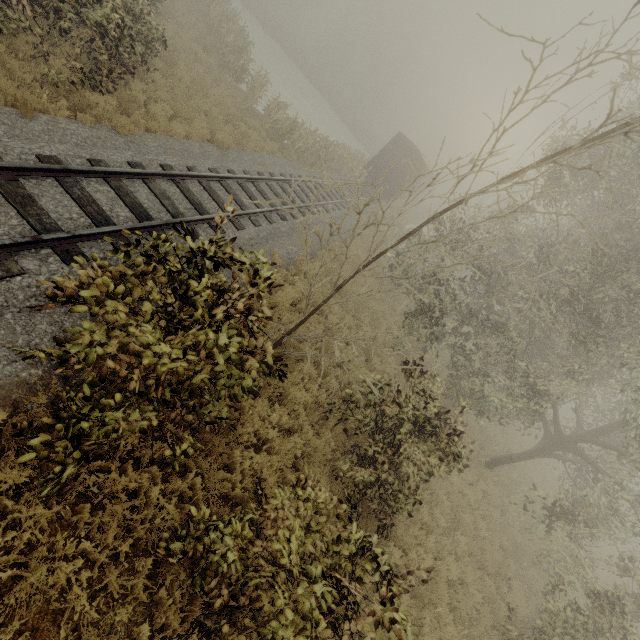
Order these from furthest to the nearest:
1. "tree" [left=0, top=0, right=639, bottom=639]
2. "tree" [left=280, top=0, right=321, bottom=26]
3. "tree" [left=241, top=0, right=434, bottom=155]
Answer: "tree" [left=280, top=0, right=321, bottom=26] → "tree" [left=241, top=0, right=434, bottom=155] → "tree" [left=0, top=0, right=639, bottom=639]

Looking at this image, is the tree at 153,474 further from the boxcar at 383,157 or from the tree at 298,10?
the tree at 298,10

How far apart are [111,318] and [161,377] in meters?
0.9

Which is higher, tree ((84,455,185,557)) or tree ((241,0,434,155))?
tree ((241,0,434,155))

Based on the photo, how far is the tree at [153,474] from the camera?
4.4 meters

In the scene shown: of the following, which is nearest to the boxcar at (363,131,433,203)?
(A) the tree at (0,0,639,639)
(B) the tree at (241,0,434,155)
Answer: (A) the tree at (0,0,639,639)

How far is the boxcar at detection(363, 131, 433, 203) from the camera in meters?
24.8

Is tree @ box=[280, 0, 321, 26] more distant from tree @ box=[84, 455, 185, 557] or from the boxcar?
tree @ box=[84, 455, 185, 557]
